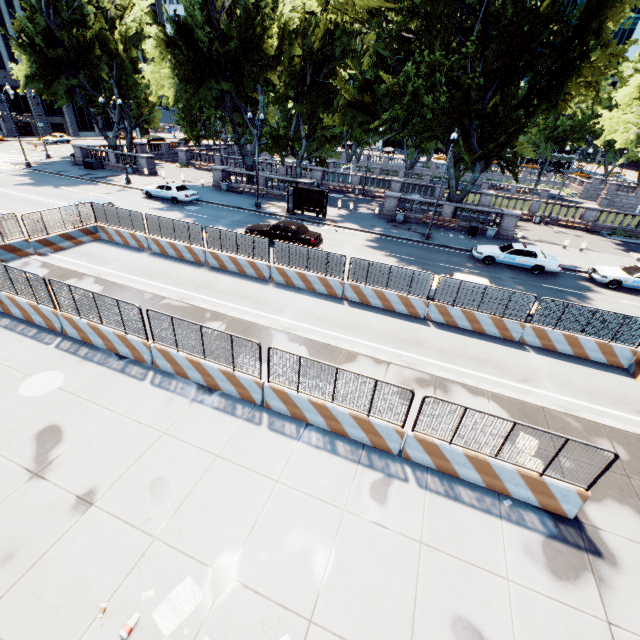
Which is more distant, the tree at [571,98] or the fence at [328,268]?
the tree at [571,98]

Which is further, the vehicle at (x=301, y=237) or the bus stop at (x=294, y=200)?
the bus stop at (x=294, y=200)

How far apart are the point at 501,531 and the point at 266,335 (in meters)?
9.08

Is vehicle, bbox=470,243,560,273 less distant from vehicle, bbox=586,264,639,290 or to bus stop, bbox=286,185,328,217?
vehicle, bbox=586,264,639,290

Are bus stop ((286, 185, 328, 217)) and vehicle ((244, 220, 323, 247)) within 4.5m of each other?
no

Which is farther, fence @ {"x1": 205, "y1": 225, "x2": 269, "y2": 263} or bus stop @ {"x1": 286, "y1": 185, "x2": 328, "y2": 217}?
bus stop @ {"x1": 286, "y1": 185, "x2": 328, "y2": 217}

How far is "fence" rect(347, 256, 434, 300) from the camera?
14.3 meters

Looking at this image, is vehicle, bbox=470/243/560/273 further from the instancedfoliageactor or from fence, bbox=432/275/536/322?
the instancedfoliageactor
